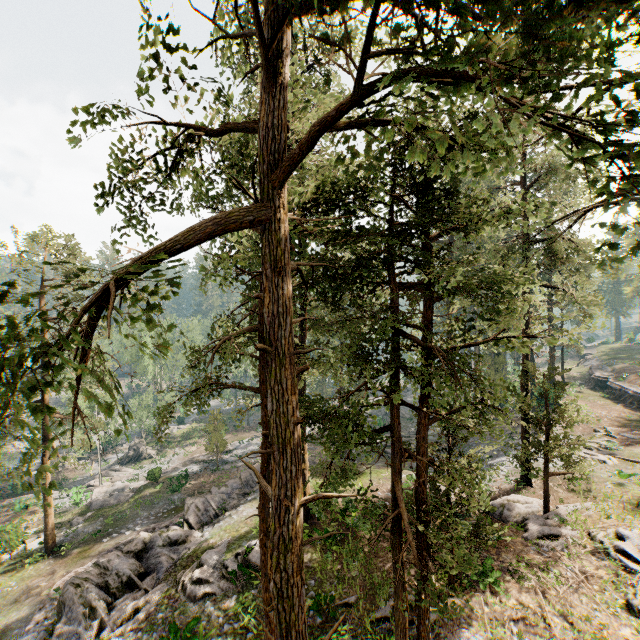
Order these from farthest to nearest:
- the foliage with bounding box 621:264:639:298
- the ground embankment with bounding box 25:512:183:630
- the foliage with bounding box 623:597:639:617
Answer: the foliage with bounding box 621:264:639:298 < the ground embankment with bounding box 25:512:183:630 < the foliage with bounding box 623:597:639:617

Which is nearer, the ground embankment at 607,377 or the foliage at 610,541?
the foliage at 610,541

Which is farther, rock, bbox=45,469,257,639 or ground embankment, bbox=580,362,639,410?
ground embankment, bbox=580,362,639,410

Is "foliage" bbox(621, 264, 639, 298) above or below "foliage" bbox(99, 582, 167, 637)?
above

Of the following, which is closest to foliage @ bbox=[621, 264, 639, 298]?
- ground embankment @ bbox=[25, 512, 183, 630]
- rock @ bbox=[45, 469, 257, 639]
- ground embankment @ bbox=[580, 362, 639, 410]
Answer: rock @ bbox=[45, 469, 257, 639]

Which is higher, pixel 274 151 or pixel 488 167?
pixel 488 167

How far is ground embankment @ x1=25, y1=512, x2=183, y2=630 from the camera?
16.23m

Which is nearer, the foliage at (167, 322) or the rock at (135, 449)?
the foliage at (167, 322)
